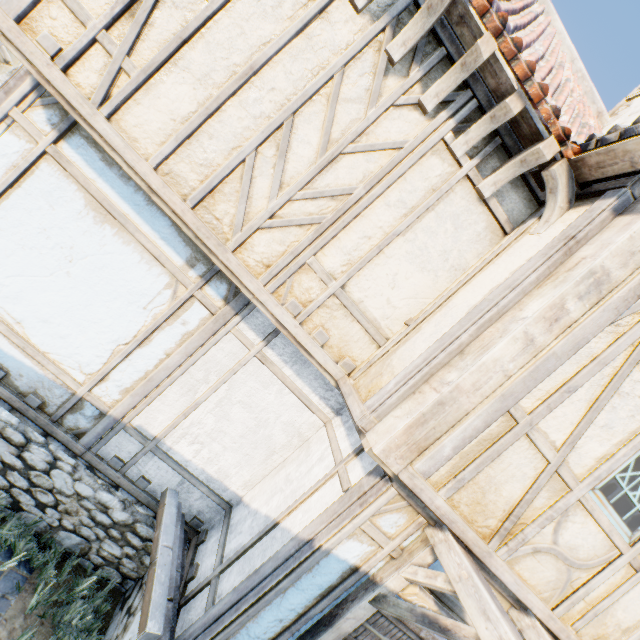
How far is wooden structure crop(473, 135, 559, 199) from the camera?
2.83m

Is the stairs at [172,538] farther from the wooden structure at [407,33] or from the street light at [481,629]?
the wooden structure at [407,33]

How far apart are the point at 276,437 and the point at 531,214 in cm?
398

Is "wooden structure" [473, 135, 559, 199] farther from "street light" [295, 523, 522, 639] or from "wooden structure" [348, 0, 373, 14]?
"street light" [295, 523, 522, 639]

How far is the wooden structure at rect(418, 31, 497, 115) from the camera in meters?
2.6

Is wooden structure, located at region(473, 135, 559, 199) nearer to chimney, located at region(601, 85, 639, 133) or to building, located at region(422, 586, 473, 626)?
building, located at region(422, 586, 473, 626)

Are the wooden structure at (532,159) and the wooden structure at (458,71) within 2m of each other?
yes

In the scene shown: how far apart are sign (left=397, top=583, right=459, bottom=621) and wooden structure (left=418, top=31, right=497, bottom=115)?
4.4m
